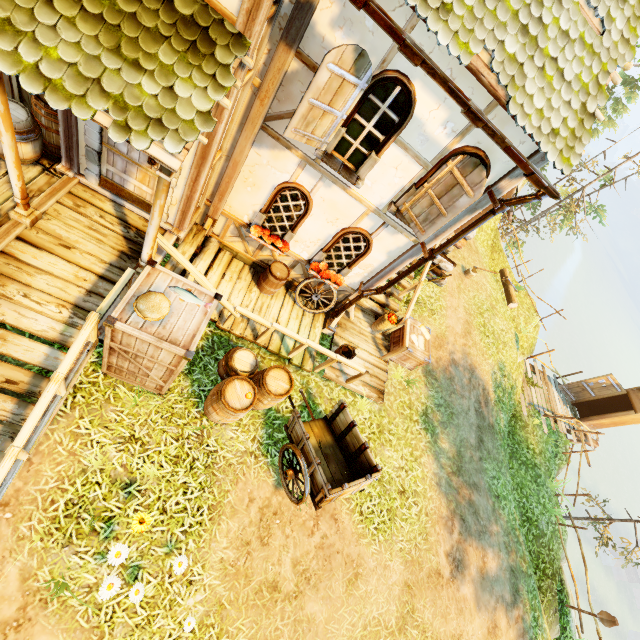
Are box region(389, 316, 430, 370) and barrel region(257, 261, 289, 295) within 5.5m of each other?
yes

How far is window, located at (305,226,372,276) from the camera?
6.41m

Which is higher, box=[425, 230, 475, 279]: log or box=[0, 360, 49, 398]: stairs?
box=[425, 230, 475, 279]: log

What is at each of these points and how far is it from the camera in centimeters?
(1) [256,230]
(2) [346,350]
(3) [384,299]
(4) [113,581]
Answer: (1) flower, 650cm
(2) bucket, 787cm
(3) stairs, 928cm
(4) flower, 402cm

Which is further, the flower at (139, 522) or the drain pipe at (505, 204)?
the drain pipe at (505, 204)

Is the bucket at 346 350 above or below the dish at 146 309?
below

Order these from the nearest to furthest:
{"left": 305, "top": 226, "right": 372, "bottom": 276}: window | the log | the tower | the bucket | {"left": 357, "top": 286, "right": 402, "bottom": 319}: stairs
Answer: the tower < {"left": 305, "top": 226, "right": 372, "bottom": 276}: window < the bucket < {"left": 357, "top": 286, "right": 402, "bottom": 319}: stairs < the log

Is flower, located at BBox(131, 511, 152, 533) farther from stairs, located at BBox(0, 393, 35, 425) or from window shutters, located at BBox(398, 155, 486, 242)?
window shutters, located at BBox(398, 155, 486, 242)
